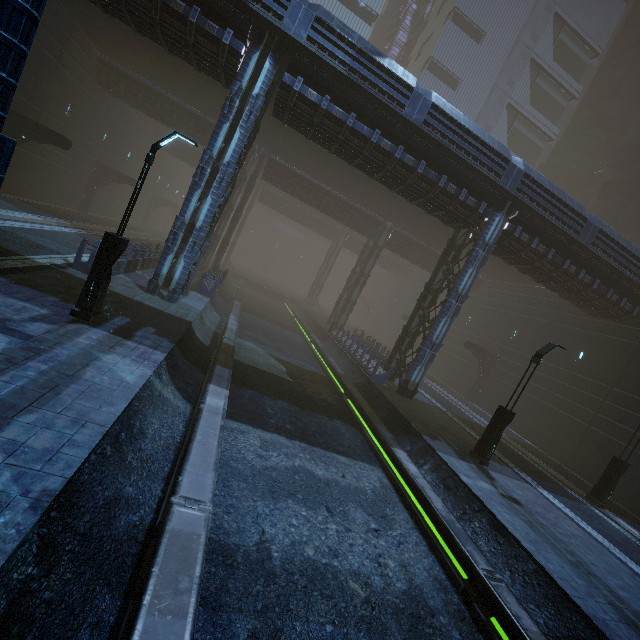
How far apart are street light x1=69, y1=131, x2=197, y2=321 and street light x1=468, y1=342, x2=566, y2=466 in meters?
14.3 m

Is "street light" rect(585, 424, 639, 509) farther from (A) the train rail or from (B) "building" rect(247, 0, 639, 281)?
(A) the train rail

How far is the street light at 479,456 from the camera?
12.61m

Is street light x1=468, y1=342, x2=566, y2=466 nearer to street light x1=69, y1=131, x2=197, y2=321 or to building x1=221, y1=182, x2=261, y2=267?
building x1=221, y1=182, x2=261, y2=267

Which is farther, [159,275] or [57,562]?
[159,275]

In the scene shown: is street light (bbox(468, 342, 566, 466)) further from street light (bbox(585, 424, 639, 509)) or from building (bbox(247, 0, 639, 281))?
street light (bbox(585, 424, 639, 509))

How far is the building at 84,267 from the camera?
12.6m

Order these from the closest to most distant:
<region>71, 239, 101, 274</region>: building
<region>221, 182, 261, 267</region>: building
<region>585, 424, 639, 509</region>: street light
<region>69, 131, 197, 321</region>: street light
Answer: <region>69, 131, 197, 321</region>: street light → <region>71, 239, 101, 274</region>: building → <region>585, 424, 639, 509</region>: street light → <region>221, 182, 261, 267</region>: building
